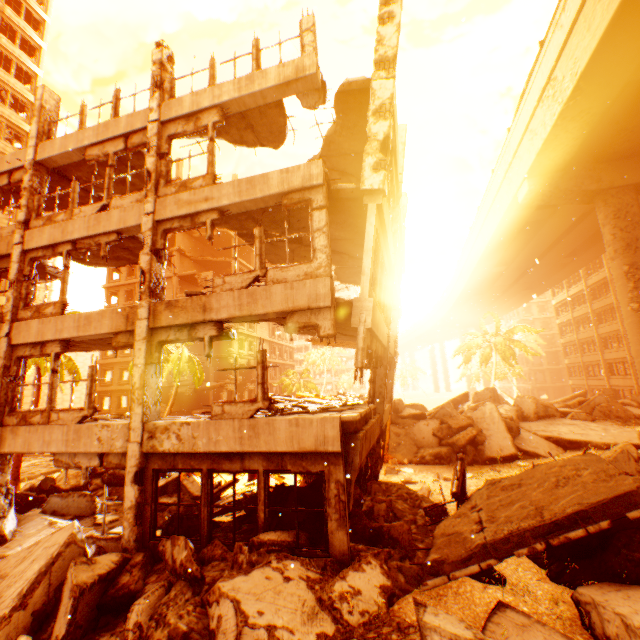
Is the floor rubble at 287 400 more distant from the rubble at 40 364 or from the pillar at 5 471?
the rubble at 40 364

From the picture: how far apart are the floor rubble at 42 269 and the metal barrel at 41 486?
7.99m

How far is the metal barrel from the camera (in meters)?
12.82

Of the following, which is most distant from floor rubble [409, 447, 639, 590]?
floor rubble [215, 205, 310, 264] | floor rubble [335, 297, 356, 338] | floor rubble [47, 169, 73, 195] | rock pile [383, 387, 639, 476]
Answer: floor rubble [47, 169, 73, 195]

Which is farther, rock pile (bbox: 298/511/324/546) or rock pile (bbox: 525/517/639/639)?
rock pile (bbox: 298/511/324/546)

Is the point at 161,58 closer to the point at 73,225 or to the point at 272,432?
the point at 73,225

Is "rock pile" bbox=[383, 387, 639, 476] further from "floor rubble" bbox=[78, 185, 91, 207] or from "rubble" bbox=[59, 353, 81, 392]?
"floor rubble" bbox=[78, 185, 91, 207]

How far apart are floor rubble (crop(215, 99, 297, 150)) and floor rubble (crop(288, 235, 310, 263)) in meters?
2.5
